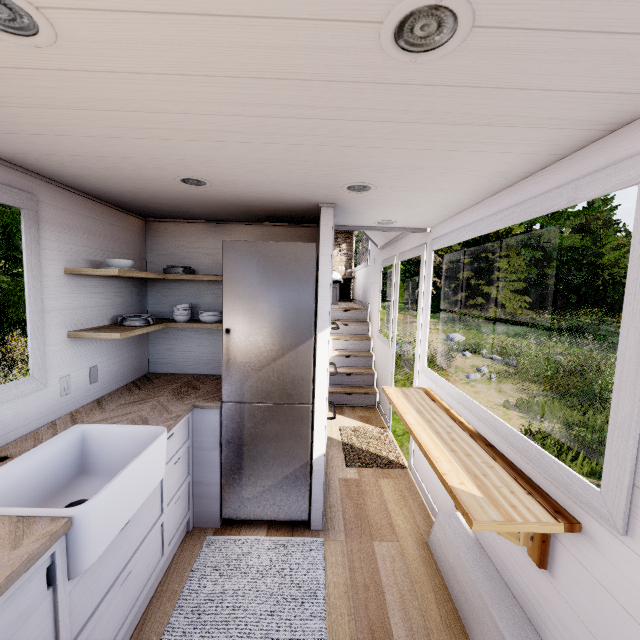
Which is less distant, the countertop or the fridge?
the countertop

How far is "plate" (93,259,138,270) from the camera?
2.28m

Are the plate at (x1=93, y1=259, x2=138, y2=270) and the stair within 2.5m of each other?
no

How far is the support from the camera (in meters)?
1.52

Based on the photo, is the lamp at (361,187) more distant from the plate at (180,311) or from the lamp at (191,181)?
the plate at (180,311)

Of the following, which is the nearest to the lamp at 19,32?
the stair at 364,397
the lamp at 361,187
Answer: the lamp at 361,187

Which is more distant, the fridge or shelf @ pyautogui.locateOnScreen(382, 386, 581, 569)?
the fridge

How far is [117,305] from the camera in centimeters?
272cm
